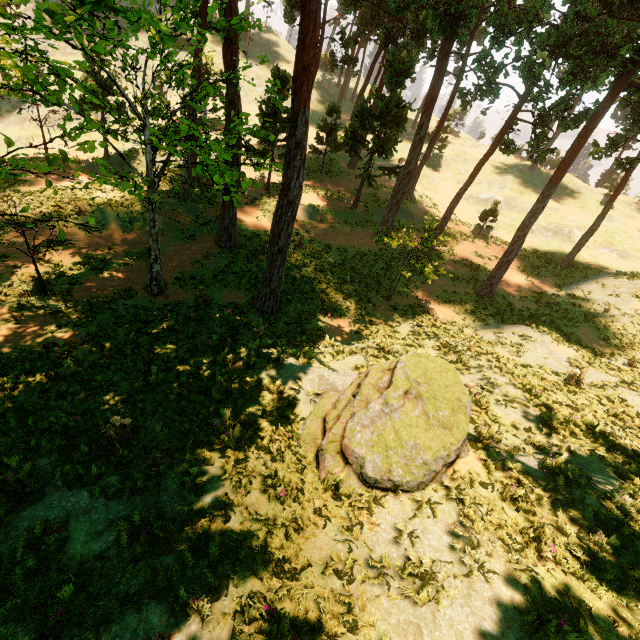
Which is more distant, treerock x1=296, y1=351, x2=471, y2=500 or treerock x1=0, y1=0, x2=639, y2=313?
treerock x1=0, y1=0, x2=639, y2=313

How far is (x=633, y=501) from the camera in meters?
6.3 m

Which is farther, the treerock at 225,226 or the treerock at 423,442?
the treerock at 225,226

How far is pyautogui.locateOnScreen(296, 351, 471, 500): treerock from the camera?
6.7m

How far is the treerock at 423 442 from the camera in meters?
6.7
